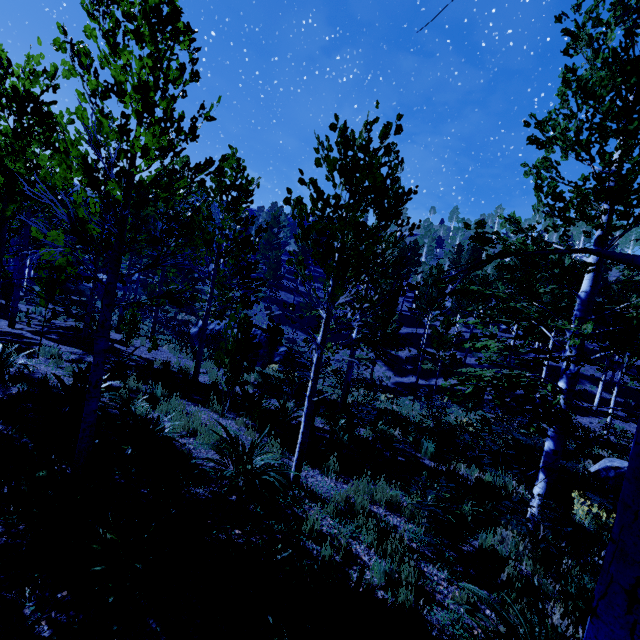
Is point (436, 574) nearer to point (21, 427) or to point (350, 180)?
point (350, 180)

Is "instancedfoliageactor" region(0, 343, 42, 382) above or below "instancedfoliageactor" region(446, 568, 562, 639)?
above

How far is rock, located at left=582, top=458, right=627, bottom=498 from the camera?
9.17m

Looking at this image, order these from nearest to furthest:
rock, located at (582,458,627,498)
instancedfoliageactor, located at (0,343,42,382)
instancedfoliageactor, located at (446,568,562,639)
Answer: instancedfoliageactor, located at (446,568,562,639) < instancedfoliageactor, located at (0,343,42,382) < rock, located at (582,458,627,498)

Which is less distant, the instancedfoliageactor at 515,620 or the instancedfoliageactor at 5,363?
the instancedfoliageactor at 515,620

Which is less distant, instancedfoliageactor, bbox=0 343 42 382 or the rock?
instancedfoliageactor, bbox=0 343 42 382
